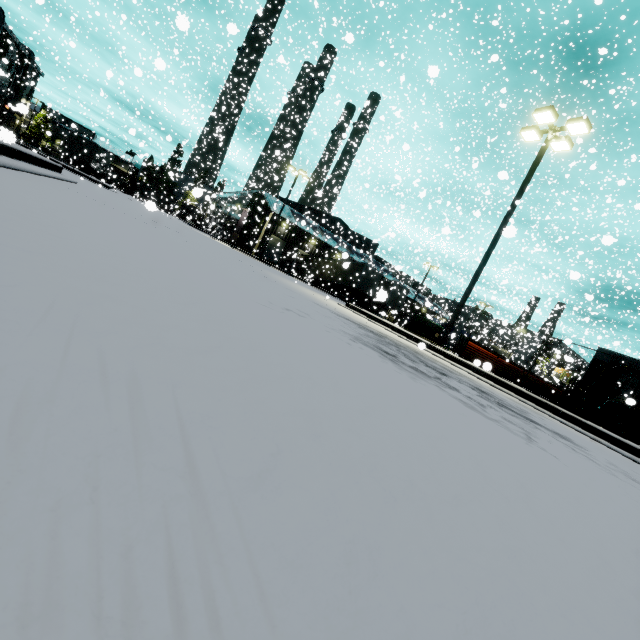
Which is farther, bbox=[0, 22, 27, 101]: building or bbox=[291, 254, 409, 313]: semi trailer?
bbox=[291, 254, 409, 313]: semi trailer

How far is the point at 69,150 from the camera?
36.38m

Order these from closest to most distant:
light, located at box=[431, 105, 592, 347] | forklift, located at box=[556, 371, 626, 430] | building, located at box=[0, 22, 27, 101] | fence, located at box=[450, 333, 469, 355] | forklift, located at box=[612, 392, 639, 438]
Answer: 1. forklift, located at box=[612, 392, 639, 438]
2. forklift, located at box=[556, 371, 626, 430]
3. light, located at box=[431, 105, 592, 347]
4. fence, located at box=[450, 333, 469, 355]
5. building, located at box=[0, 22, 27, 101]

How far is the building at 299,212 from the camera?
37.5 meters

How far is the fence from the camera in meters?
13.4

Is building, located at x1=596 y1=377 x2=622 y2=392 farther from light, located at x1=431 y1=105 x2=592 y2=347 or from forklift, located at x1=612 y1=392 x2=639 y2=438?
light, located at x1=431 y1=105 x2=592 y2=347

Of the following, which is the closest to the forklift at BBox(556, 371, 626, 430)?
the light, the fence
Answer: the fence

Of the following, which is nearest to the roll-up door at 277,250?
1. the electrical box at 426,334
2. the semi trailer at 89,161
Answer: the semi trailer at 89,161
